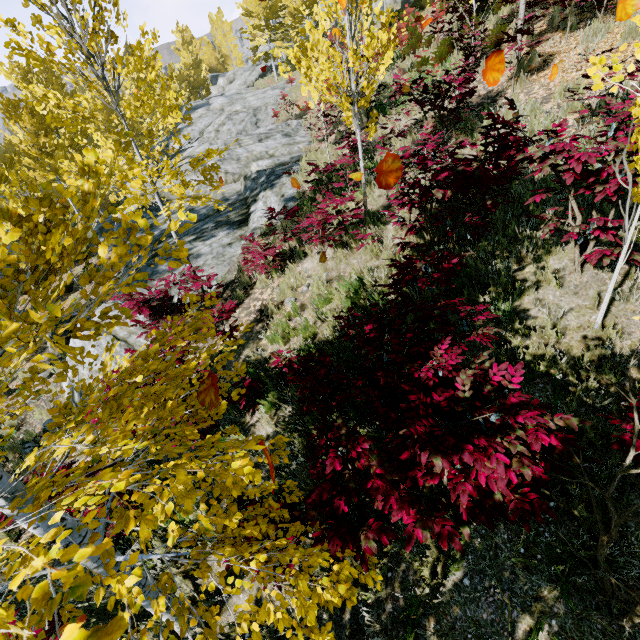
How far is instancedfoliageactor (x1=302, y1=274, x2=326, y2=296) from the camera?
6.0 meters

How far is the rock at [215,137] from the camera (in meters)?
9.95

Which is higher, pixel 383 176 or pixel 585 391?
pixel 383 176

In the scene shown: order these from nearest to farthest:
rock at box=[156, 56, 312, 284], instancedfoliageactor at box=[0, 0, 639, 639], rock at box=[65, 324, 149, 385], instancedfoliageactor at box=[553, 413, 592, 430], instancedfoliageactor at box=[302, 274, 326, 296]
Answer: instancedfoliageactor at box=[0, 0, 639, 639]
instancedfoliageactor at box=[553, 413, 592, 430]
instancedfoliageactor at box=[302, 274, 326, 296]
rock at box=[65, 324, 149, 385]
rock at box=[156, 56, 312, 284]

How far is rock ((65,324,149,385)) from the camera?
6.9m

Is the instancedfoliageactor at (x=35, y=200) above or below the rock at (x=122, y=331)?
above
